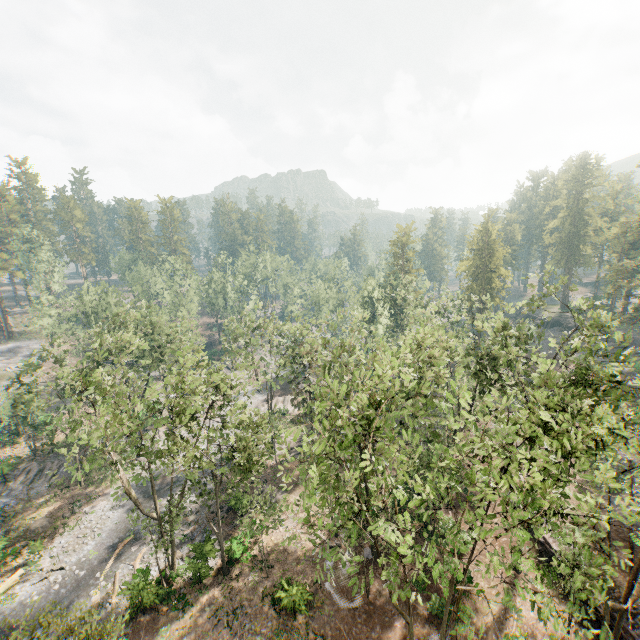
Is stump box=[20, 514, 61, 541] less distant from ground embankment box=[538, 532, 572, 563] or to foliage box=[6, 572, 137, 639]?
foliage box=[6, 572, 137, 639]

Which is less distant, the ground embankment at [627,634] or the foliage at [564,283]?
the ground embankment at [627,634]

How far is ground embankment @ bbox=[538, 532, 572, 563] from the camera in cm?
2469

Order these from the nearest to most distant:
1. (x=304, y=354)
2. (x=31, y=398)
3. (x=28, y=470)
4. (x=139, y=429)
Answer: Answer: (x=139, y=429), (x=31, y=398), (x=304, y=354), (x=28, y=470)

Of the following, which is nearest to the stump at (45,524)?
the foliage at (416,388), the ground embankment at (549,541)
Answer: the foliage at (416,388)

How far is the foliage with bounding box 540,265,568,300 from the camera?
24.7 meters

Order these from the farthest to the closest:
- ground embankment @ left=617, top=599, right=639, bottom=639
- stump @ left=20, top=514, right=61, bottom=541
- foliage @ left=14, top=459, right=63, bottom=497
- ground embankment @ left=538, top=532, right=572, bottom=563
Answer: foliage @ left=14, top=459, right=63, bottom=497
stump @ left=20, top=514, right=61, bottom=541
ground embankment @ left=538, top=532, right=572, bottom=563
ground embankment @ left=617, top=599, right=639, bottom=639
